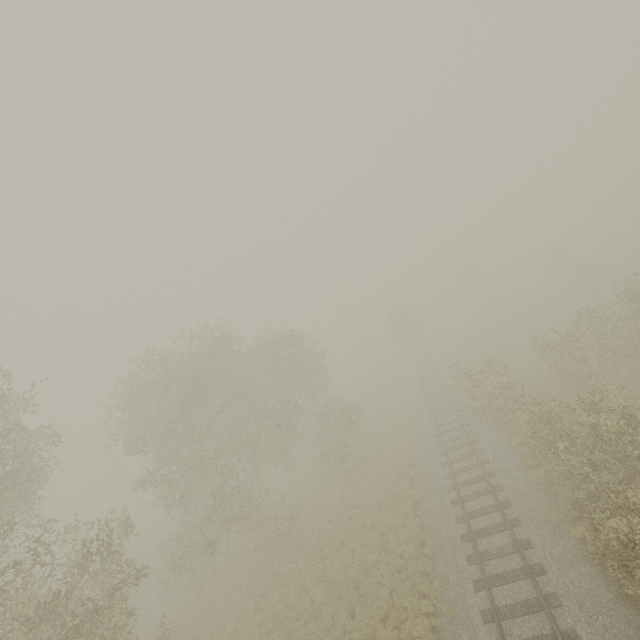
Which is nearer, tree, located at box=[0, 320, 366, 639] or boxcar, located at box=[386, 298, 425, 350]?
tree, located at box=[0, 320, 366, 639]

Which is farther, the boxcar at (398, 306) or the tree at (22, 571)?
the boxcar at (398, 306)

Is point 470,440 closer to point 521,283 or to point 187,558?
point 187,558

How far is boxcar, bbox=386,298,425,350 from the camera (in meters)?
41.22

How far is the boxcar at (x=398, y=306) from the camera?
41.22m
